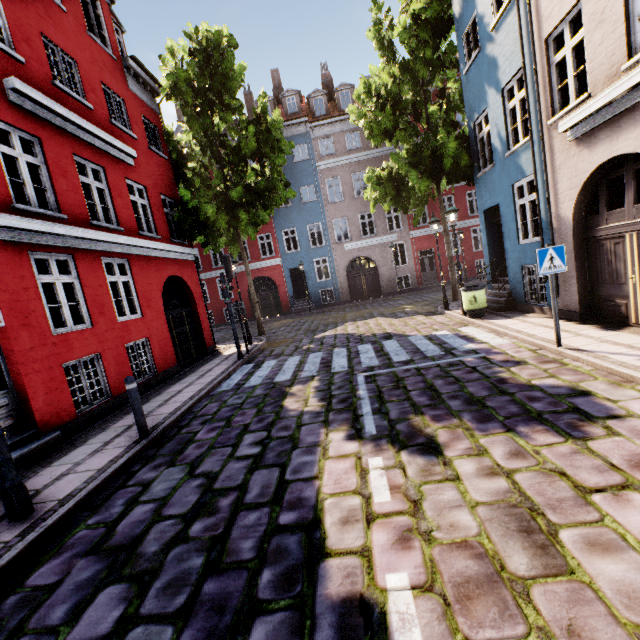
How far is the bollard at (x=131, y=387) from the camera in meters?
5.5 m

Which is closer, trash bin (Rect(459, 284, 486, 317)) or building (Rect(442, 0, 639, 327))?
building (Rect(442, 0, 639, 327))

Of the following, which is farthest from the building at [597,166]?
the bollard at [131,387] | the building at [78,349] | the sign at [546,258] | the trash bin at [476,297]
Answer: the building at [78,349]

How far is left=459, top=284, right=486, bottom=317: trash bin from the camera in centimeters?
1014cm

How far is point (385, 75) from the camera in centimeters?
1293cm

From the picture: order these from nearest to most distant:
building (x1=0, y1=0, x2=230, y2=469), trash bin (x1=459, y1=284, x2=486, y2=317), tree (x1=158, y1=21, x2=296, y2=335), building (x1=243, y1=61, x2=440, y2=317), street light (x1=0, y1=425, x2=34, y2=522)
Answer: street light (x1=0, y1=425, x2=34, y2=522) → building (x1=0, y1=0, x2=230, y2=469) → trash bin (x1=459, y1=284, x2=486, y2=317) → tree (x1=158, y1=21, x2=296, y2=335) → building (x1=243, y1=61, x2=440, y2=317)

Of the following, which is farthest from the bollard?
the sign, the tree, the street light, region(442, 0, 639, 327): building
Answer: the tree

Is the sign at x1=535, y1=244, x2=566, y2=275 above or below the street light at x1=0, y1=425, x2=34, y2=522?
above
